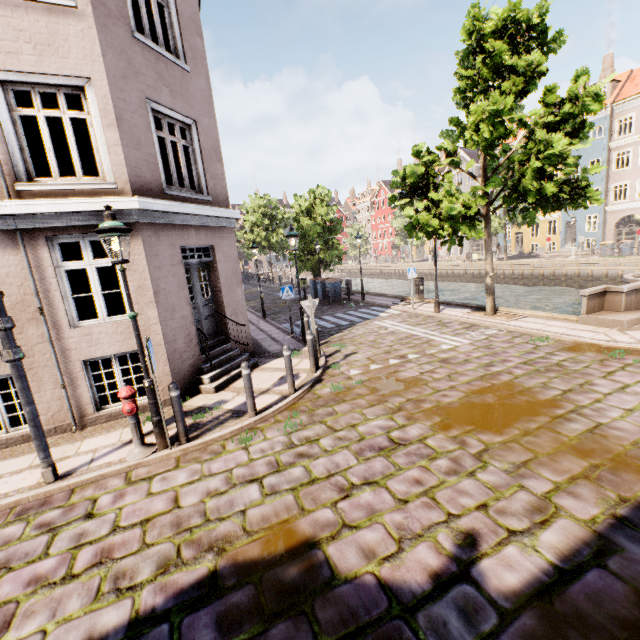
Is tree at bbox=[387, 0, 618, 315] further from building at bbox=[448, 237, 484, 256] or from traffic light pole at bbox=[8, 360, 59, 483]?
traffic light pole at bbox=[8, 360, 59, 483]

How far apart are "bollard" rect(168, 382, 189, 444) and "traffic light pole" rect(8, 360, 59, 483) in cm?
173

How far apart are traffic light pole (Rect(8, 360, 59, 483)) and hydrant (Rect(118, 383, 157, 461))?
0.9m

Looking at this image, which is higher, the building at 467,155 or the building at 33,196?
the building at 467,155

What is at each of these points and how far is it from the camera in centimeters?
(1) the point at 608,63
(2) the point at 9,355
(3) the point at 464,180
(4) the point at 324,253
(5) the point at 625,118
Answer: (1) building, 3262cm
(2) pedestrian light, 446cm
(3) building, 4788cm
(4) tree, 2448cm
(5) building, 3209cm

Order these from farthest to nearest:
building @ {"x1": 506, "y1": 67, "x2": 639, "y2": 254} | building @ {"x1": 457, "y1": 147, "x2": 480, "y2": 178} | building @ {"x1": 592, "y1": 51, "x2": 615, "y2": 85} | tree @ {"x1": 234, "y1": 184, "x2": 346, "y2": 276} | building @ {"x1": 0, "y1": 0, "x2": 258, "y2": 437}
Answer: building @ {"x1": 457, "y1": 147, "x2": 480, "y2": 178} < building @ {"x1": 592, "y1": 51, "x2": 615, "y2": 85} < building @ {"x1": 506, "y1": 67, "x2": 639, "y2": 254} < tree @ {"x1": 234, "y1": 184, "x2": 346, "y2": 276} < building @ {"x1": 0, "y1": 0, "x2": 258, "y2": 437}

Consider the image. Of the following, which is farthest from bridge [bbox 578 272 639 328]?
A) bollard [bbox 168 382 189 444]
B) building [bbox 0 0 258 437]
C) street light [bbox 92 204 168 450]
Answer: bollard [bbox 168 382 189 444]

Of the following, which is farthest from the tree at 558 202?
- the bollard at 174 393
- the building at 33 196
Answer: the bollard at 174 393
